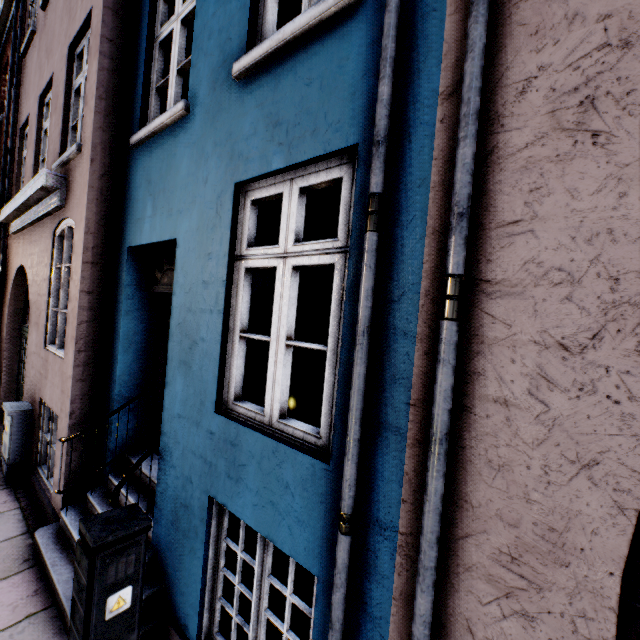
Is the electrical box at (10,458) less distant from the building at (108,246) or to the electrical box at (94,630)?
the building at (108,246)

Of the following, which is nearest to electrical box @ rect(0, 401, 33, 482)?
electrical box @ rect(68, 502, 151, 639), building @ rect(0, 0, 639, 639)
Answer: building @ rect(0, 0, 639, 639)

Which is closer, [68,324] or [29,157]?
[68,324]

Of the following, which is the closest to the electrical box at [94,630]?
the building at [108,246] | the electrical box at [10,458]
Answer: the building at [108,246]

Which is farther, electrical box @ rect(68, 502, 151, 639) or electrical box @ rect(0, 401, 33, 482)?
electrical box @ rect(0, 401, 33, 482)

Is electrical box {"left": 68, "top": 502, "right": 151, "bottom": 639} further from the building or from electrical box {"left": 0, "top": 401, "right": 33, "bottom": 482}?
electrical box {"left": 0, "top": 401, "right": 33, "bottom": 482}

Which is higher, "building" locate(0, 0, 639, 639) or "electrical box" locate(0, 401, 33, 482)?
"building" locate(0, 0, 639, 639)

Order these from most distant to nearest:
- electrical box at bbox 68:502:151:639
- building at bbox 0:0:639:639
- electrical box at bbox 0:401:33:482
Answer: electrical box at bbox 0:401:33:482 < electrical box at bbox 68:502:151:639 < building at bbox 0:0:639:639
